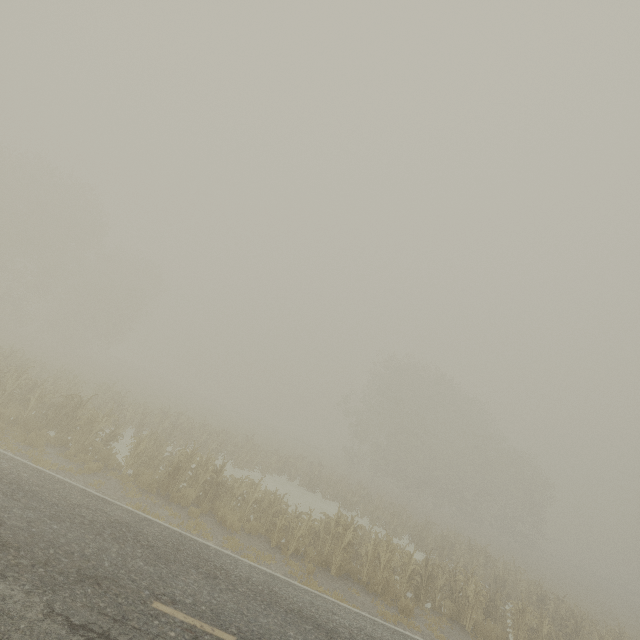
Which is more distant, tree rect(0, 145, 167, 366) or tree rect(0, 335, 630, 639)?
tree rect(0, 145, 167, 366)

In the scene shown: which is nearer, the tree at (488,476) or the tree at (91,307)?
the tree at (488,476)

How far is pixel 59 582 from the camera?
5.8m
